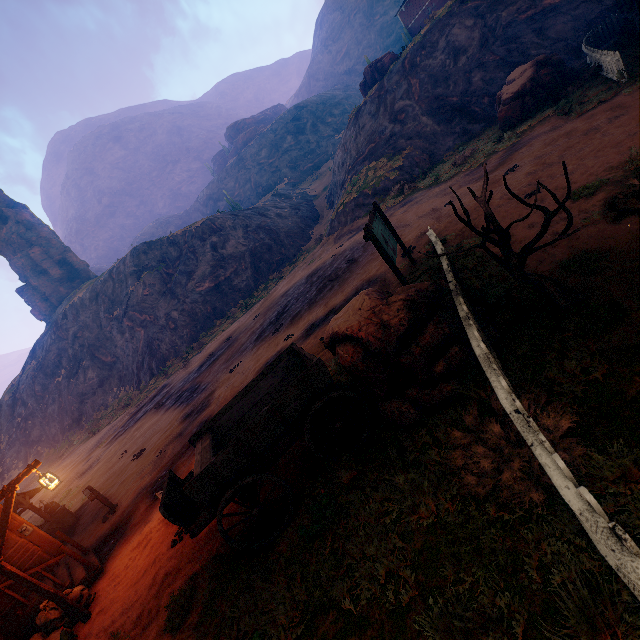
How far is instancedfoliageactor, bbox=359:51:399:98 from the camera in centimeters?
3055cm

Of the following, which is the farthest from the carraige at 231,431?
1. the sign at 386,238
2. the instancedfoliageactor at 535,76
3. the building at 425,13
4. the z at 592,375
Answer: the instancedfoliageactor at 535,76

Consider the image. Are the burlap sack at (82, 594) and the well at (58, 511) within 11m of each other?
yes

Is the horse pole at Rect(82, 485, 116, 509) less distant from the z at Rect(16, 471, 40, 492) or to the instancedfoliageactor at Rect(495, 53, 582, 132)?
the z at Rect(16, 471, 40, 492)

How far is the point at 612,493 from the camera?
2.82m

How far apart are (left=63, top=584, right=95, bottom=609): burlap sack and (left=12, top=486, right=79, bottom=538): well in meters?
5.3

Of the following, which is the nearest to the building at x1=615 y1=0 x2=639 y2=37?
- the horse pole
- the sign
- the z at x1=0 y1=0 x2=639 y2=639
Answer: the z at x1=0 y1=0 x2=639 y2=639

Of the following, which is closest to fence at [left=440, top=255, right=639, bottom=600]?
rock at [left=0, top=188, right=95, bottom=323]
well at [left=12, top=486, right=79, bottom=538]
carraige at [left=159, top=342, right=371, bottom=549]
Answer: carraige at [left=159, top=342, right=371, bottom=549]
